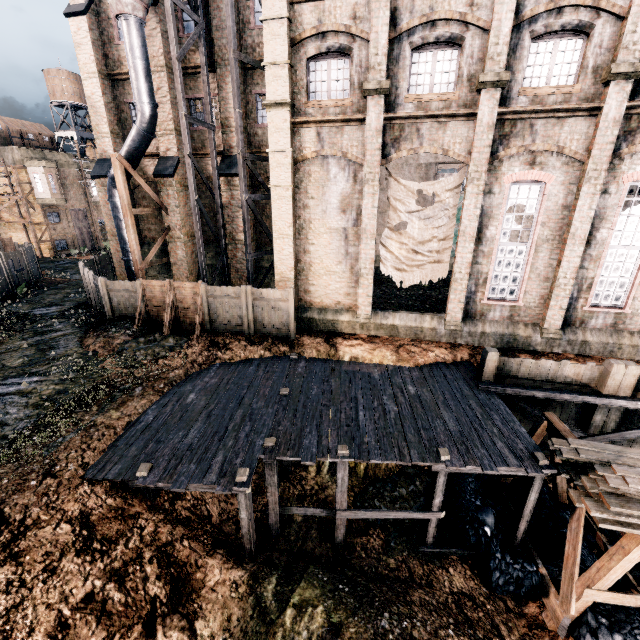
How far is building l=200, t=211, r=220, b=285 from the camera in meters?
23.0 m

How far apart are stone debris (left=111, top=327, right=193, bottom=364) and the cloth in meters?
10.7

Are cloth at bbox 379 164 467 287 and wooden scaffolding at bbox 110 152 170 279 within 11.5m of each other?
no

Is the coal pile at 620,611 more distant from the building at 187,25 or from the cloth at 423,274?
the cloth at 423,274

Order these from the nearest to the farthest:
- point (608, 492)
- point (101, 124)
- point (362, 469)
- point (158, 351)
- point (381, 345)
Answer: point (608, 492), point (362, 469), point (158, 351), point (381, 345), point (101, 124)

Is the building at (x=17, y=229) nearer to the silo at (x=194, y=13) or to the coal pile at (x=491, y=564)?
the silo at (x=194, y=13)

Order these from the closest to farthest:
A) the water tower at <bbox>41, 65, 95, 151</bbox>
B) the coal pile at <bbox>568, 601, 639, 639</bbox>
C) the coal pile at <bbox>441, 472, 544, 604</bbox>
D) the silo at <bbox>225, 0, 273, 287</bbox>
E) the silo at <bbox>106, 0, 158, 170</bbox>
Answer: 1. the coal pile at <bbox>568, 601, 639, 639</bbox>
2. the coal pile at <bbox>441, 472, 544, 604</bbox>
3. the silo at <bbox>225, 0, 273, 287</bbox>
4. the silo at <bbox>106, 0, 158, 170</bbox>
5. the water tower at <bbox>41, 65, 95, 151</bbox>

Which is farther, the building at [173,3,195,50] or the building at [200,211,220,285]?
the building at [200,211,220,285]
